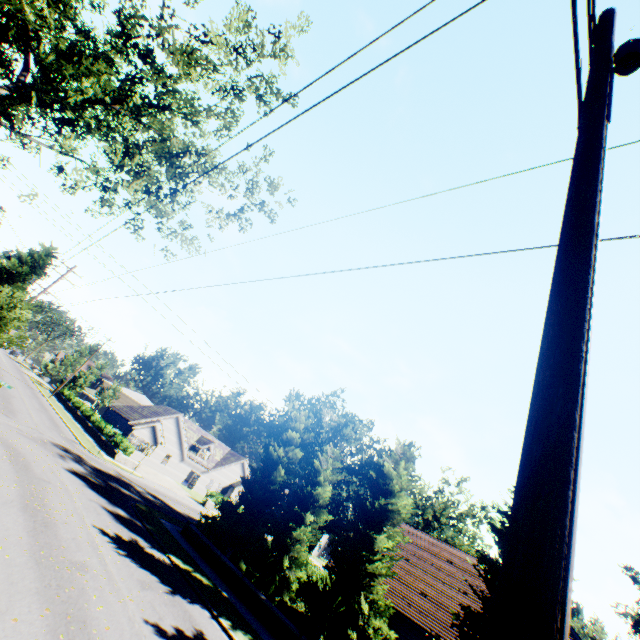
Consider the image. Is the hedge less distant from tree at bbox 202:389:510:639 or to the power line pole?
tree at bbox 202:389:510:639

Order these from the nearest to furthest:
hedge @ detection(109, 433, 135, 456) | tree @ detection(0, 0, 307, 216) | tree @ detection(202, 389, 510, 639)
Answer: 1. tree @ detection(0, 0, 307, 216)
2. tree @ detection(202, 389, 510, 639)
3. hedge @ detection(109, 433, 135, 456)

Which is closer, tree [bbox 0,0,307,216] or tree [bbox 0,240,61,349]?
tree [bbox 0,0,307,216]

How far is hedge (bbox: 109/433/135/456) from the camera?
33.4 meters

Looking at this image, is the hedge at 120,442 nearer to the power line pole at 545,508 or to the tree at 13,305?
the tree at 13,305

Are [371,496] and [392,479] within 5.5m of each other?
yes

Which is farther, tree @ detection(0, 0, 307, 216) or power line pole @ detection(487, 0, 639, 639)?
tree @ detection(0, 0, 307, 216)

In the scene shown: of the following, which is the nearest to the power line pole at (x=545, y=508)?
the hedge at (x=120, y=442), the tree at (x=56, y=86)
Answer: the tree at (x=56, y=86)
